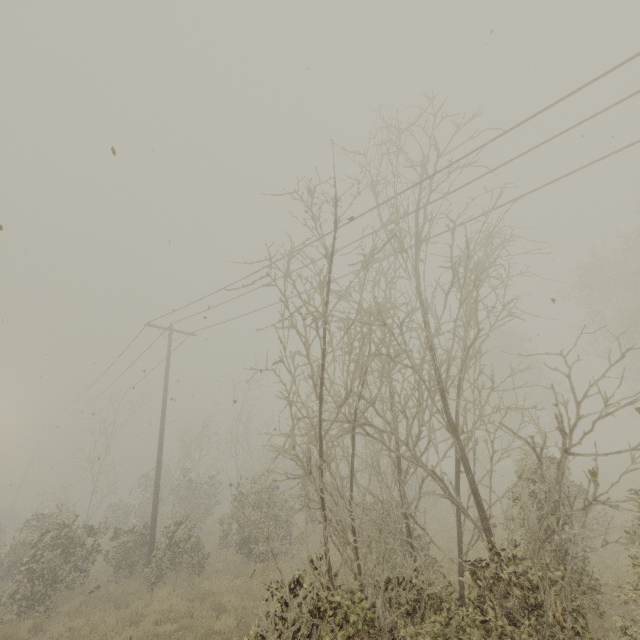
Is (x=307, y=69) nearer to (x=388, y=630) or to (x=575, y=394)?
(x=575, y=394)
